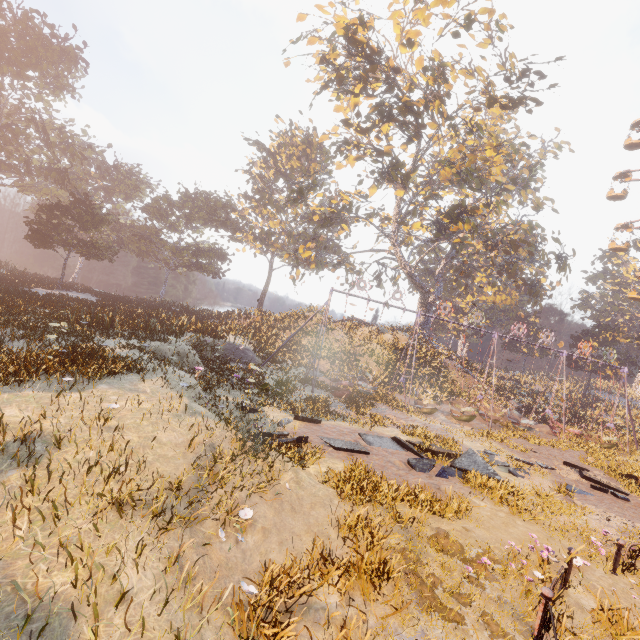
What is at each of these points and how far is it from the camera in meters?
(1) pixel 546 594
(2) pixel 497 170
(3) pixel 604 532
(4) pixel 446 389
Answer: (1) merry-go-round, 4.7 m
(2) tree, 35.1 m
(3) instancedfoliageactor, 8.1 m
(4) instancedfoliageactor, 26.6 m

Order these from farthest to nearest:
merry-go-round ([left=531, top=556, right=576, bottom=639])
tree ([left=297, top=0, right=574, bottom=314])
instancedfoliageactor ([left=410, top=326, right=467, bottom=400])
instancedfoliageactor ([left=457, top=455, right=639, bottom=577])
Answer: instancedfoliageactor ([left=410, top=326, right=467, bottom=400]), tree ([left=297, top=0, right=574, bottom=314]), instancedfoliageactor ([left=457, top=455, right=639, bottom=577]), merry-go-round ([left=531, top=556, right=576, bottom=639])

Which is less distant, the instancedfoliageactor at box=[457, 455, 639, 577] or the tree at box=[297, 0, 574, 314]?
the instancedfoliageactor at box=[457, 455, 639, 577]

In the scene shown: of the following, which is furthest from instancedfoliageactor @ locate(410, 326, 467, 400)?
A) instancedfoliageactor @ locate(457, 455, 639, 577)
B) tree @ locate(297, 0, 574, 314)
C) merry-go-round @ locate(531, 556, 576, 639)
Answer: merry-go-round @ locate(531, 556, 576, 639)

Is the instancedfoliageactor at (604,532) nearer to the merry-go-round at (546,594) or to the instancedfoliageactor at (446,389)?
the merry-go-round at (546,594)

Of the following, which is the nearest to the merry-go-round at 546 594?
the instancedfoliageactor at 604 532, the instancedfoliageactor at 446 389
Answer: the instancedfoliageactor at 604 532

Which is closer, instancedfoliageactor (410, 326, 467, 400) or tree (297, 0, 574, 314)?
tree (297, 0, 574, 314)
